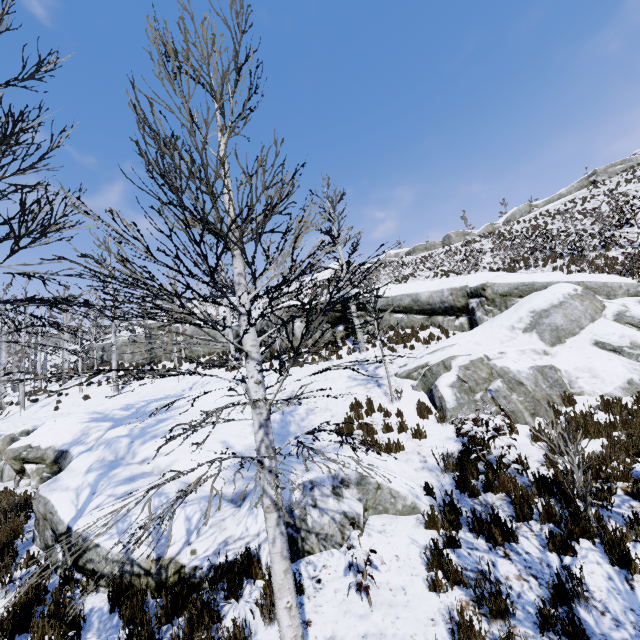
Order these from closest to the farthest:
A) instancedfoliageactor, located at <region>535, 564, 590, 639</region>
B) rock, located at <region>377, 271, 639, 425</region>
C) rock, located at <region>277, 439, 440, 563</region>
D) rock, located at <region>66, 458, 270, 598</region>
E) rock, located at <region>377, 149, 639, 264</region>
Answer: instancedfoliageactor, located at <region>535, 564, 590, 639</region>, rock, located at <region>66, 458, 270, 598</region>, rock, located at <region>277, 439, 440, 563</region>, rock, located at <region>377, 271, 639, 425</region>, rock, located at <region>377, 149, 639, 264</region>

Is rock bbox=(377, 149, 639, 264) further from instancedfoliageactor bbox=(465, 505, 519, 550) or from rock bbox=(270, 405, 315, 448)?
instancedfoliageactor bbox=(465, 505, 519, 550)

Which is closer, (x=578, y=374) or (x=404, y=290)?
(x=578, y=374)

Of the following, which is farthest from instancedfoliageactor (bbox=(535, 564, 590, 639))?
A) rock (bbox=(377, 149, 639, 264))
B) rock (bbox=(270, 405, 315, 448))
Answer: rock (bbox=(377, 149, 639, 264))

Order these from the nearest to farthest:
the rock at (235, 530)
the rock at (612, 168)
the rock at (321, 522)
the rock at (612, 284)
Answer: the rock at (235, 530)
the rock at (321, 522)
the rock at (612, 284)
the rock at (612, 168)

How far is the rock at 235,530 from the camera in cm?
450

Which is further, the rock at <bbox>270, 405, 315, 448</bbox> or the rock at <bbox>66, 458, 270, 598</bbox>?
the rock at <bbox>270, 405, 315, 448</bbox>
